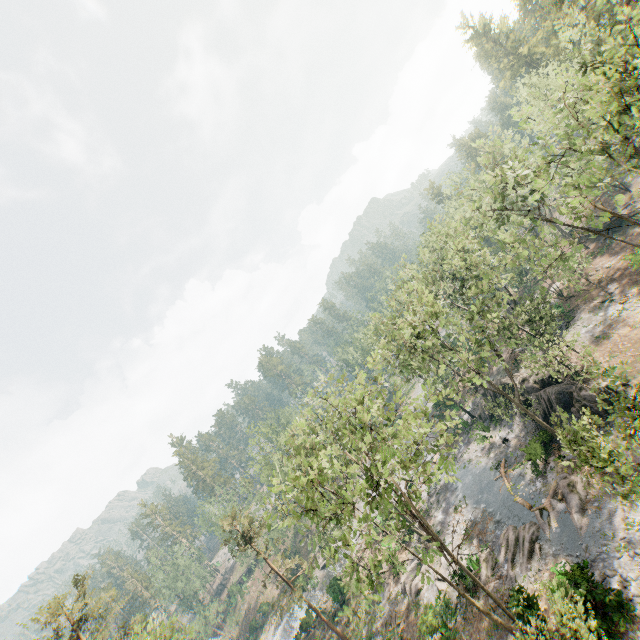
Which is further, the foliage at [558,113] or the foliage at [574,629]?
the foliage at [558,113]

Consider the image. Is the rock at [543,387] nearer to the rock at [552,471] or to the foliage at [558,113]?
the foliage at [558,113]

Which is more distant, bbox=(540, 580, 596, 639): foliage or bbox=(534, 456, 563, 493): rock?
bbox=(534, 456, 563, 493): rock

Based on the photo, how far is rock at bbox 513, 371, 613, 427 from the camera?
25.4m

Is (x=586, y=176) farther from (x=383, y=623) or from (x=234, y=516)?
(x=234, y=516)

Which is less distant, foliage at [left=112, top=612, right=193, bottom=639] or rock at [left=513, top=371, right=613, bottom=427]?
foliage at [left=112, top=612, right=193, bottom=639]

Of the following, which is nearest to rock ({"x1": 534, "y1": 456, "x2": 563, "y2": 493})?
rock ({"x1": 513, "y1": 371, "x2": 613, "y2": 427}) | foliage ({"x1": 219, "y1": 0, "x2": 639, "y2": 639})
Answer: foliage ({"x1": 219, "y1": 0, "x2": 639, "y2": 639})
